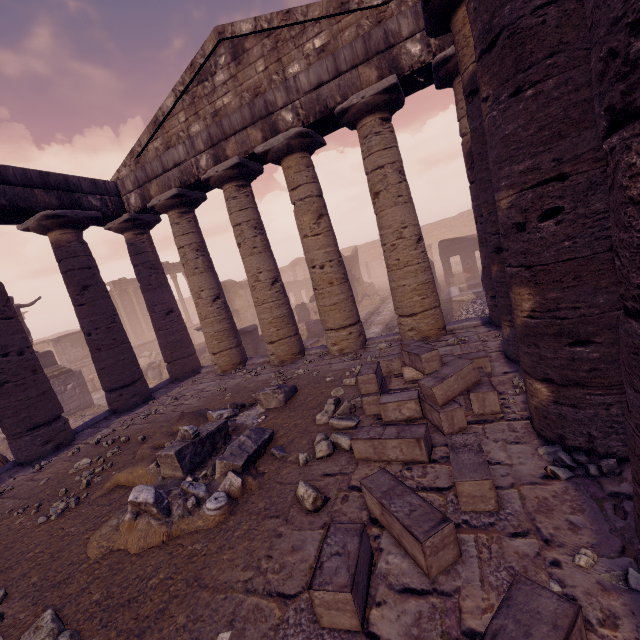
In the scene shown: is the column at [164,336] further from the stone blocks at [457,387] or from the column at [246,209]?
the stone blocks at [457,387]

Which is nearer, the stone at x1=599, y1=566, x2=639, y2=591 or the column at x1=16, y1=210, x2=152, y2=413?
the stone at x1=599, y1=566, x2=639, y2=591

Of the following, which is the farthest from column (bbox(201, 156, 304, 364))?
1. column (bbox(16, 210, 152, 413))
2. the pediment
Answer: column (bbox(16, 210, 152, 413))

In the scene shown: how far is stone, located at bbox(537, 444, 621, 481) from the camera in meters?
2.6

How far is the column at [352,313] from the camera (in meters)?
7.74

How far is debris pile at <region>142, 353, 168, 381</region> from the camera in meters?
17.5

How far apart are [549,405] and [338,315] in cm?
557

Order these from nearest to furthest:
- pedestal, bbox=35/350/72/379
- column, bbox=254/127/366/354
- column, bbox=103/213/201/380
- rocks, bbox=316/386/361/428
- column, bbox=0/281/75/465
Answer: rocks, bbox=316/386/361/428 → column, bbox=0/281/75/465 → column, bbox=254/127/366/354 → column, bbox=103/213/201/380 → pedestal, bbox=35/350/72/379
